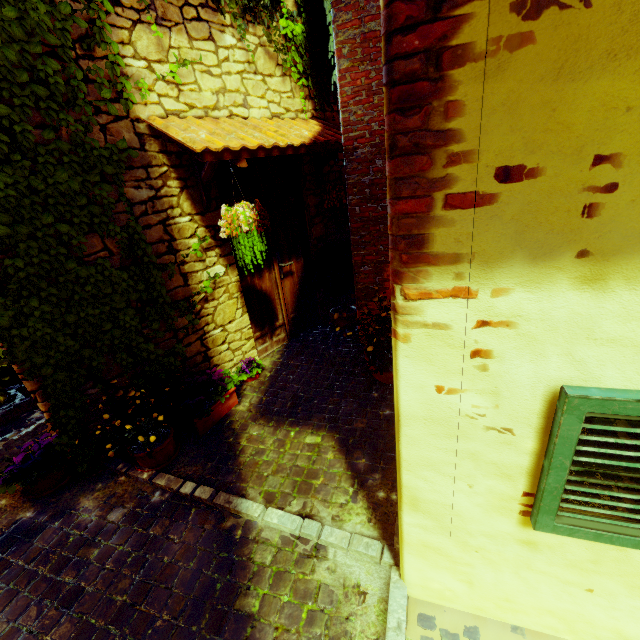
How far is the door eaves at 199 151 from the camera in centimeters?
259cm

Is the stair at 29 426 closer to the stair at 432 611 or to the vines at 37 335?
the vines at 37 335

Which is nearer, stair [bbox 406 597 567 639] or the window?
the window

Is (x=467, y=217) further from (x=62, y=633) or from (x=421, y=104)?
(x=62, y=633)

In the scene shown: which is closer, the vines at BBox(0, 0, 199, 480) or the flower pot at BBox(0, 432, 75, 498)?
the vines at BBox(0, 0, 199, 480)

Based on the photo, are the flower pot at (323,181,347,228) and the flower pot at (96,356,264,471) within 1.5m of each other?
no

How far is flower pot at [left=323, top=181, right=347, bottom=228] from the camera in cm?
415

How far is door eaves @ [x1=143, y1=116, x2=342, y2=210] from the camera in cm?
259
